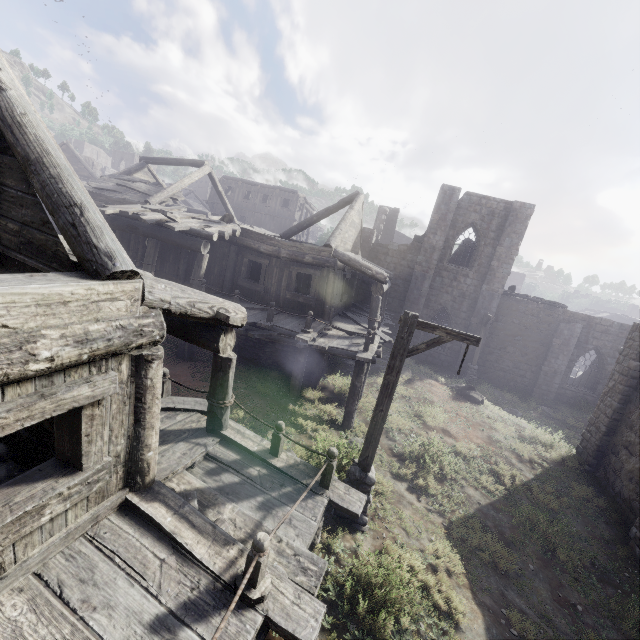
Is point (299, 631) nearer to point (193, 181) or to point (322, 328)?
point (322, 328)

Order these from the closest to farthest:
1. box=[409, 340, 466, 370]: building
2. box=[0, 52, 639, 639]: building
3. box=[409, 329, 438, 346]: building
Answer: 1. box=[0, 52, 639, 639]: building
2. box=[409, 340, 466, 370]: building
3. box=[409, 329, 438, 346]: building

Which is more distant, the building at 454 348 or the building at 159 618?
the building at 454 348

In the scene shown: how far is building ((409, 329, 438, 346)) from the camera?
23.4m

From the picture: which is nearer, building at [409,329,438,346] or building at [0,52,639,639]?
building at [0,52,639,639]

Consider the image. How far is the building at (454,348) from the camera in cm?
2281
